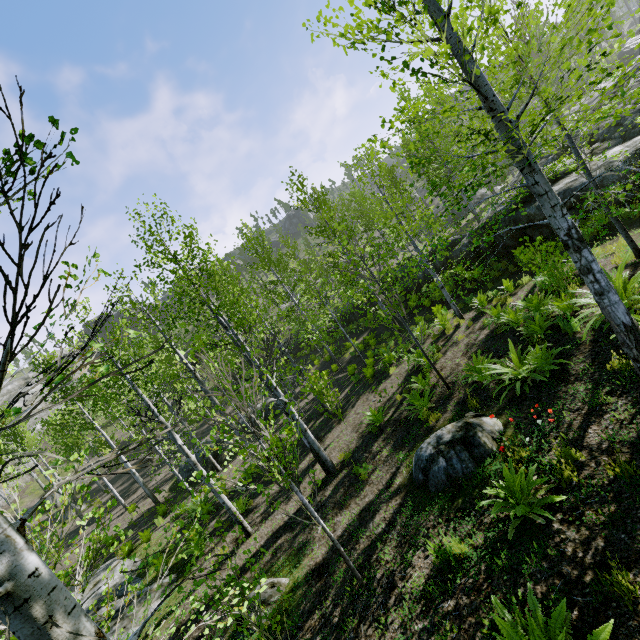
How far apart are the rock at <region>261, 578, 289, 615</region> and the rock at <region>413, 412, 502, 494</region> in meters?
3.2 m

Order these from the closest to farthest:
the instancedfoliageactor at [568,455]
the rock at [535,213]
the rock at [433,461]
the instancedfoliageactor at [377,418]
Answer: the instancedfoliageactor at [568,455] < the rock at [433,461] < the instancedfoliageactor at [377,418] < the rock at [535,213]

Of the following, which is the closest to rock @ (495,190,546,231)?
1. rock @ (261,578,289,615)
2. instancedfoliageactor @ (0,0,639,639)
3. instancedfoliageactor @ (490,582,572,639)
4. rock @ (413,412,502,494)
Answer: instancedfoliageactor @ (0,0,639,639)

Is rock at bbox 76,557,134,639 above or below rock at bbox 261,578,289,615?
above

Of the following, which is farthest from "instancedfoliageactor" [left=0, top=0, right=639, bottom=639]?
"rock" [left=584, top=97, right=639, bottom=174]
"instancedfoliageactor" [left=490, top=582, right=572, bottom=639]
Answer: "instancedfoliageactor" [left=490, top=582, right=572, bottom=639]

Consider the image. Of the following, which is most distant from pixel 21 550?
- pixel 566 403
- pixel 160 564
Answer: pixel 160 564

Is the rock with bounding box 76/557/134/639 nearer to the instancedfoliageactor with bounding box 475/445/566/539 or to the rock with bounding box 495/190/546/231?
the instancedfoliageactor with bounding box 475/445/566/539

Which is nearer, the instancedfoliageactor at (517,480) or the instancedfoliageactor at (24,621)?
the instancedfoliageactor at (24,621)
